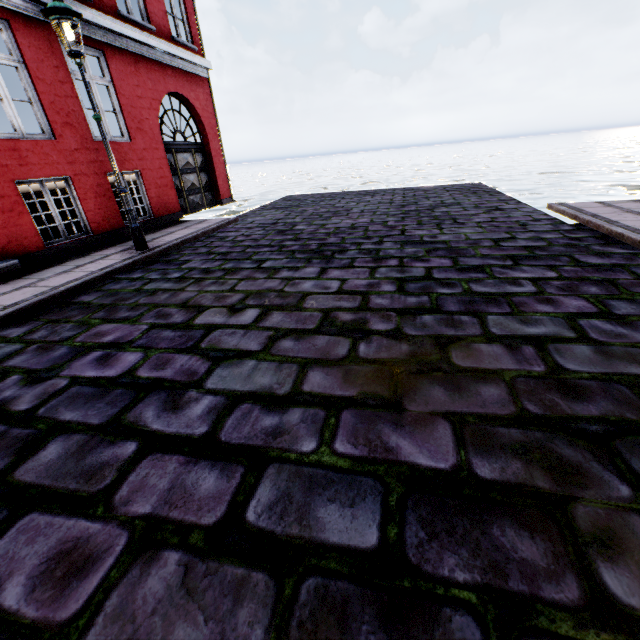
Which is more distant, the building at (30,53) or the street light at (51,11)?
the building at (30,53)

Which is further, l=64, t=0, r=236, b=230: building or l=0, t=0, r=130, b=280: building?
l=64, t=0, r=236, b=230: building

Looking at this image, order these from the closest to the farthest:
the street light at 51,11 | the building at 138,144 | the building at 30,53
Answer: the street light at 51,11
the building at 30,53
the building at 138,144

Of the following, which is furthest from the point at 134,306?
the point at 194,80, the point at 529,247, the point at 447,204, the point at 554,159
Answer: the point at 554,159

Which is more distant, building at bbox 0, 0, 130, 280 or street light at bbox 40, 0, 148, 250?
building at bbox 0, 0, 130, 280

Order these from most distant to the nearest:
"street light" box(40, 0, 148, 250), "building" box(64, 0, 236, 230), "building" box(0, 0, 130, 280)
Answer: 1. "building" box(64, 0, 236, 230)
2. "building" box(0, 0, 130, 280)
3. "street light" box(40, 0, 148, 250)
